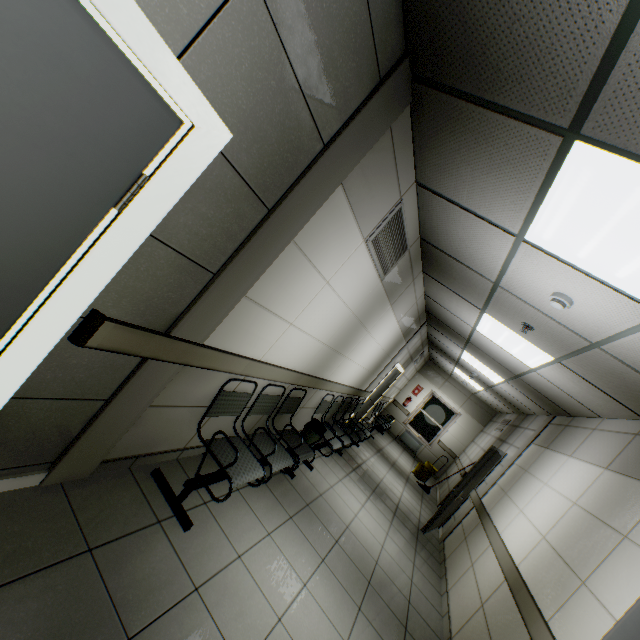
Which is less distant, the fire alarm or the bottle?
the fire alarm

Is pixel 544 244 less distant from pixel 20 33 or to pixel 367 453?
pixel 20 33

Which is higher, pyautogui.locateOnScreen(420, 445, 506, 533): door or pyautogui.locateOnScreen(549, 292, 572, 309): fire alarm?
pyautogui.locateOnScreen(549, 292, 572, 309): fire alarm

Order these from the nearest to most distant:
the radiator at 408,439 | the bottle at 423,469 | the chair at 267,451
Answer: the chair at 267,451 → the bottle at 423,469 → the radiator at 408,439

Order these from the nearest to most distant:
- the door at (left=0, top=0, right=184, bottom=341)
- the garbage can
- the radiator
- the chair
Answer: the door at (left=0, top=0, right=184, bottom=341) → the chair → the garbage can → the radiator

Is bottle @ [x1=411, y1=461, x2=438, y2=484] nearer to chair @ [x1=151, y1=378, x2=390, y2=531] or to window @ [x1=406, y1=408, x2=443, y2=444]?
window @ [x1=406, y1=408, x2=443, y2=444]

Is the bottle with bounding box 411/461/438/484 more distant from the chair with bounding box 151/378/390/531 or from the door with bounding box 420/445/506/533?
the chair with bounding box 151/378/390/531

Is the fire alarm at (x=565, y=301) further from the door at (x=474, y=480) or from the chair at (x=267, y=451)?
the door at (x=474, y=480)
